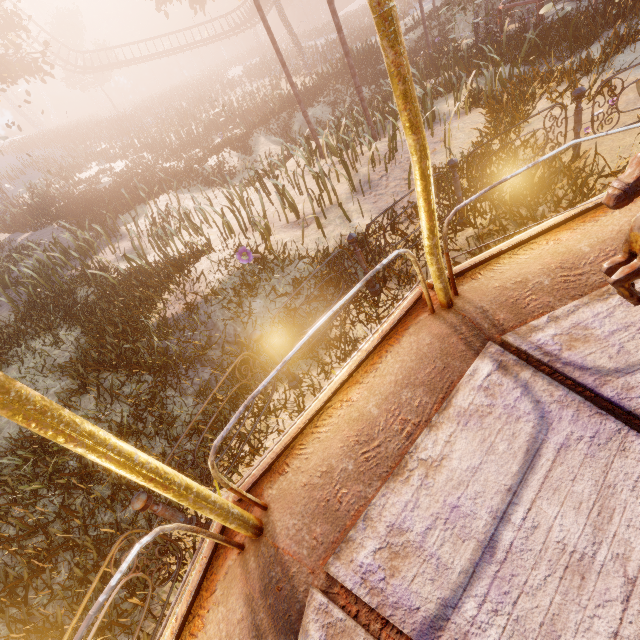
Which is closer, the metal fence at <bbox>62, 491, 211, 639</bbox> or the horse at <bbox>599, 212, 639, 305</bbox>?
the horse at <bbox>599, 212, 639, 305</bbox>

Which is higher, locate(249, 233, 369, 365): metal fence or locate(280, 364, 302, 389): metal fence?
locate(249, 233, 369, 365): metal fence

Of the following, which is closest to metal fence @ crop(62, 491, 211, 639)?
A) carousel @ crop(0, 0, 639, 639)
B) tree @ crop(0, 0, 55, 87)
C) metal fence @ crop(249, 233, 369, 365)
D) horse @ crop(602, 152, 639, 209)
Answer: metal fence @ crop(249, 233, 369, 365)

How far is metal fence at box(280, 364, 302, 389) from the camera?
4.36m

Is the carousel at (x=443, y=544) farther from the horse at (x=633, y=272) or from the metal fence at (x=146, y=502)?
the metal fence at (x=146, y=502)

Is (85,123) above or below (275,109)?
above

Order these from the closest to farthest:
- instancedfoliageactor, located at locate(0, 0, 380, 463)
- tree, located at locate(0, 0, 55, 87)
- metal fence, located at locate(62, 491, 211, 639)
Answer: metal fence, located at locate(62, 491, 211, 639) < instancedfoliageactor, located at locate(0, 0, 380, 463) < tree, located at locate(0, 0, 55, 87)

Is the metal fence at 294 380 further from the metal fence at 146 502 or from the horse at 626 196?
the horse at 626 196
